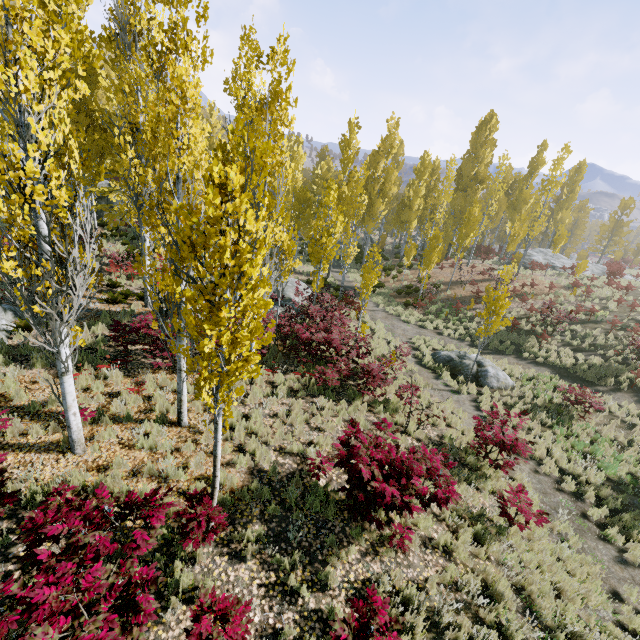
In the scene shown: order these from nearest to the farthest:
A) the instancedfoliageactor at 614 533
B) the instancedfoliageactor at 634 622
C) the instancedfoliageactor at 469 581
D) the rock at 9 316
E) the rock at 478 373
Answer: the instancedfoliageactor at 469 581 < the instancedfoliageactor at 634 622 < the instancedfoliageactor at 614 533 < the rock at 9 316 < the rock at 478 373

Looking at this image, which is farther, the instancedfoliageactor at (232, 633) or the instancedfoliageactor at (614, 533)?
the instancedfoliageactor at (614, 533)

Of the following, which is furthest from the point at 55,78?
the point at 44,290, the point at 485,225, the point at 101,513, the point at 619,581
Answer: the point at 485,225

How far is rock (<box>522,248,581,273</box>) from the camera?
30.8 meters

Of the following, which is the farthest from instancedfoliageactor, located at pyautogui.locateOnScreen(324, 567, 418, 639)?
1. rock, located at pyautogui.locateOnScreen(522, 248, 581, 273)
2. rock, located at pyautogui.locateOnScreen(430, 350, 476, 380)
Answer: rock, located at pyautogui.locateOnScreen(430, 350, 476, 380)

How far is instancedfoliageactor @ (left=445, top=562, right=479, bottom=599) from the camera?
5.6m

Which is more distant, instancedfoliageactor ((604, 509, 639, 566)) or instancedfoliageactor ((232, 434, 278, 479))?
instancedfoliageactor ((604, 509, 639, 566))

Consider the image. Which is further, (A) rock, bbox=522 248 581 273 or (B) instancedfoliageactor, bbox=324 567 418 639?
(A) rock, bbox=522 248 581 273
